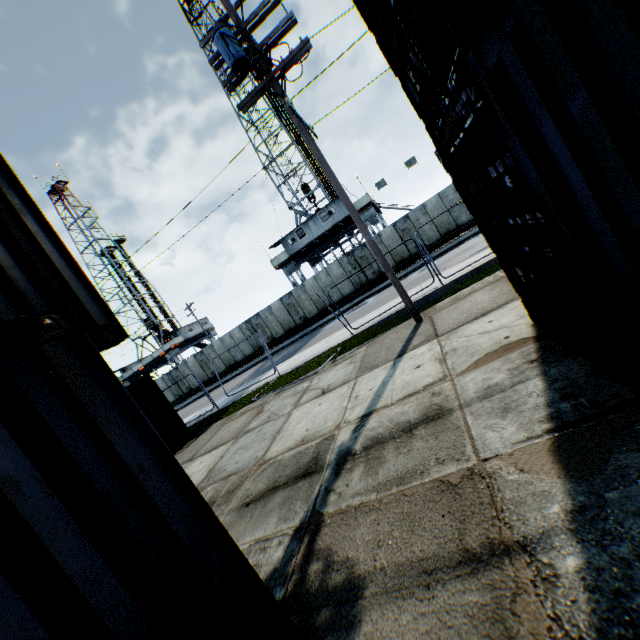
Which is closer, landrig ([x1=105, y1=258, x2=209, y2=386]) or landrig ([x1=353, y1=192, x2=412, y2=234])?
landrig ([x1=353, y1=192, x2=412, y2=234])

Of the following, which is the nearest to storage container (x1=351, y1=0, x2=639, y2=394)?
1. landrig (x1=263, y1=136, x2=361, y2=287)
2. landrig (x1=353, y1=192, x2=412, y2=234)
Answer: landrig (x1=353, y1=192, x2=412, y2=234)

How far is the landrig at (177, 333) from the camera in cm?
4344

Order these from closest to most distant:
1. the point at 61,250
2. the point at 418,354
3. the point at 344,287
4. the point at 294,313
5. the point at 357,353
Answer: the point at 61,250 < the point at 418,354 < the point at 357,353 < the point at 344,287 < the point at 294,313

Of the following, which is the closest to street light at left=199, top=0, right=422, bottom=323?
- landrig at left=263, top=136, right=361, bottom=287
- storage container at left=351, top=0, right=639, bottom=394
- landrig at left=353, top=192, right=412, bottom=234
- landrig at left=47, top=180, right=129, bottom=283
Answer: storage container at left=351, top=0, right=639, bottom=394

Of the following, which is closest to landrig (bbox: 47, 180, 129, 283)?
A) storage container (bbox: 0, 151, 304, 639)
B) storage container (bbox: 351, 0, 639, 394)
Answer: storage container (bbox: 0, 151, 304, 639)
